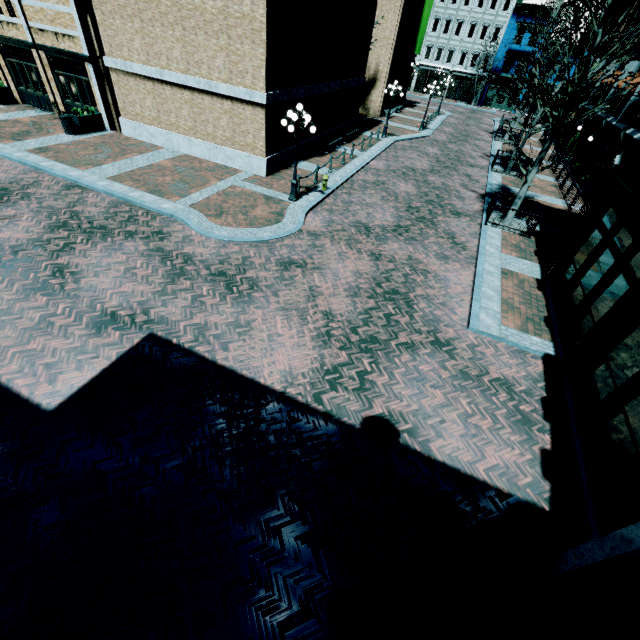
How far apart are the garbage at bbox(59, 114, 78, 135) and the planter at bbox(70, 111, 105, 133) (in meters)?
0.09

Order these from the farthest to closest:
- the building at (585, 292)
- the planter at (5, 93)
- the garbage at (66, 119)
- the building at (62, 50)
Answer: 1. the planter at (5, 93)
2. the garbage at (66, 119)
3. the building at (62, 50)
4. the building at (585, 292)

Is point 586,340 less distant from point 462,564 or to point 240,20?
point 462,564

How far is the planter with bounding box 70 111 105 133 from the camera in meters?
17.1 m

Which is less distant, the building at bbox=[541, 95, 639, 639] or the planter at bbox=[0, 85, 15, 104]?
the building at bbox=[541, 95, 639, 639]

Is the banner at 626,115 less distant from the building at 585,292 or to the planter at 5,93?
the building at 585,292

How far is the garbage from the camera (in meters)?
16.55

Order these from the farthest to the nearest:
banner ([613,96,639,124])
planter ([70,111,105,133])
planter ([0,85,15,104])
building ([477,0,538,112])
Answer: building ([477,0,538,112]), planter ([0,85,15,104]), banner ([613,96,639,124]), planter ([70,111,105,133])
